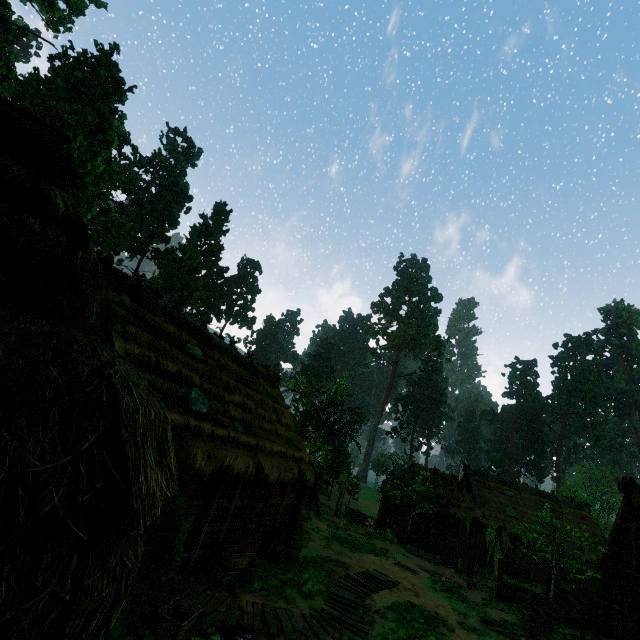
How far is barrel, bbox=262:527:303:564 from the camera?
13.09m

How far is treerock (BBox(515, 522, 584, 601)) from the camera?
16.9m

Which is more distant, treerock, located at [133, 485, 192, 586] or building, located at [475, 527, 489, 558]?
building, located at [475, 527, 489, 558]

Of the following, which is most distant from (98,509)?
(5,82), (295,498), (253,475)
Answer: (5,82)

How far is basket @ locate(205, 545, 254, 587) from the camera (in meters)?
9.80

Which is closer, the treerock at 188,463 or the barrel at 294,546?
the treerock at 188,463

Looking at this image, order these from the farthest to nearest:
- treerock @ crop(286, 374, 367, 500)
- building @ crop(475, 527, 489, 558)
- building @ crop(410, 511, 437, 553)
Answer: treerock @ crop(286, 374, 367, 500) → building @ crop(475, 527, 489, 558) → building @ crop(410, 511, 437, 553)

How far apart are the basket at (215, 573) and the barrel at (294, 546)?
1.9m
